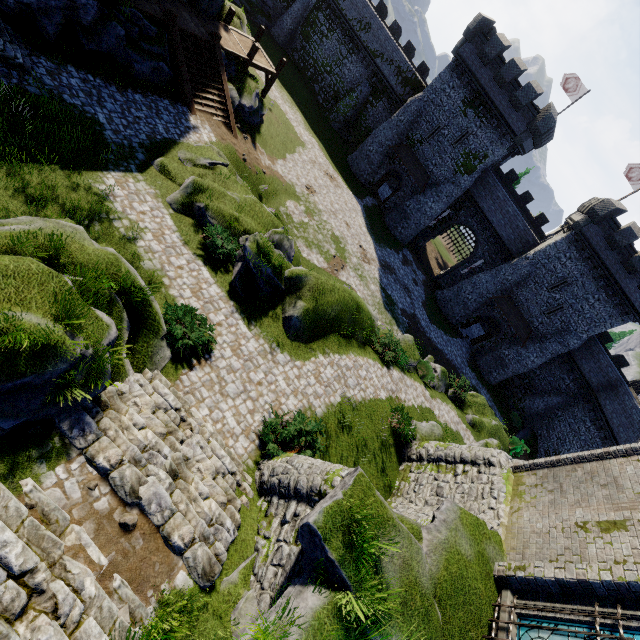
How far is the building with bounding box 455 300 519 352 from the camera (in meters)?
35.00

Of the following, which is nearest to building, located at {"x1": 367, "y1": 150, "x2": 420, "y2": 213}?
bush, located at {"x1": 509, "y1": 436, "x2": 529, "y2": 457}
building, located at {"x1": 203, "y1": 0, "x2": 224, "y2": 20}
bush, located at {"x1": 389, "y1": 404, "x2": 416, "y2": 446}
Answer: bush, located at {"x1": 509, "y1": 436, "x2": 529, "y2": 457}

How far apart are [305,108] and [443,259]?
27.54m

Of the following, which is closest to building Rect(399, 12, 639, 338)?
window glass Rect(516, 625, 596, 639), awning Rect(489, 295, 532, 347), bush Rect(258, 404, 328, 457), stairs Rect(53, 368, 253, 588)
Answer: awning Rect(489, 295, 532, 347)

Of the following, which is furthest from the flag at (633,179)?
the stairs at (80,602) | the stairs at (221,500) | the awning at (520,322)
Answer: the stairs at (80,602)

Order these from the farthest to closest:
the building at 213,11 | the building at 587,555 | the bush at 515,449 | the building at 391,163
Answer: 1. the building at 391,163
2. the bush at 515,449
3. the building at 213,11
4. the building at 587,555

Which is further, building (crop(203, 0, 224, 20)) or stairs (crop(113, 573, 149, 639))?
building (crop(203, 0, 224, 20))

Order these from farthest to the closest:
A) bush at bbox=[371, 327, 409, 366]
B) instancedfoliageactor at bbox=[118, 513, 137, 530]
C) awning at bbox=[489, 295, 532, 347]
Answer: awning at bbox=[489, 295, 532, 347]
bush at bbox=[371, 327, 409, 366]
instancedfoliageactor at bbox=[118, 513, 137, 530]
